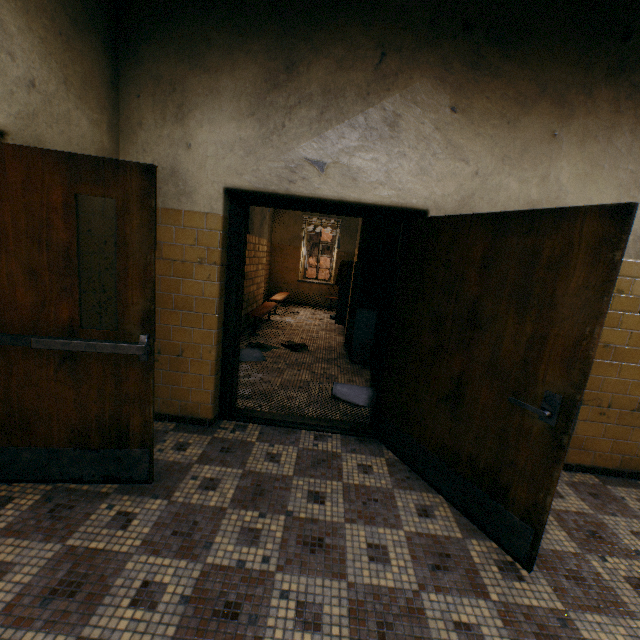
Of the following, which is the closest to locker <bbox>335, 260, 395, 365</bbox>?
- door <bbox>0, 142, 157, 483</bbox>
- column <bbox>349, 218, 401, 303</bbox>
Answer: column <bbox>349, 218, 401, 303</bbox>

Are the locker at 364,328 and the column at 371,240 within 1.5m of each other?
yes

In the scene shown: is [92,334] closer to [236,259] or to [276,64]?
[236,259]

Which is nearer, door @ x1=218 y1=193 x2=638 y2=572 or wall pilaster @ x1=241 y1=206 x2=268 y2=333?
door @ x1=218 y1=193 x2=638 y2=572

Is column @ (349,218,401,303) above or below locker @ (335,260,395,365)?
above

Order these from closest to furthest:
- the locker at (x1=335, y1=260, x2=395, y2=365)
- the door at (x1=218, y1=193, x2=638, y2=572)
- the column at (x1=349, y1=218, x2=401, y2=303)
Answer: the door at (x1=218, y1=193, x2=638, y2=572), the locker at (x1=335, y1=260, x2=395, y2=365), the column at (x1=349, y1=218, x2=401, y2=303)

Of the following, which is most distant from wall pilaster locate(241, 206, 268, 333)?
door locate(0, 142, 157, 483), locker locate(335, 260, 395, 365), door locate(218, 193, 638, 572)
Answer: door locate(0, 142, 157, 483)

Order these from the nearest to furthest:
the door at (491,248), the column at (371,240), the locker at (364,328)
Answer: the door at (491,248)
the locker at (364,328)
the column at (371,240)
